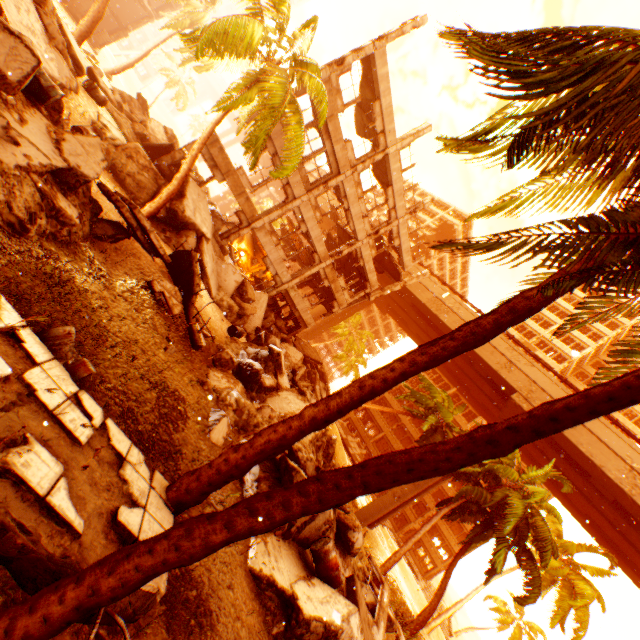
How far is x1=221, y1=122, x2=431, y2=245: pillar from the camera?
18.3 meters

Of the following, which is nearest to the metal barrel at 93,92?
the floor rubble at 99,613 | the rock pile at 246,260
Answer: the rock pile at 246,260

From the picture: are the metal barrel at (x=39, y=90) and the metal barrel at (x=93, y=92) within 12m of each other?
yes

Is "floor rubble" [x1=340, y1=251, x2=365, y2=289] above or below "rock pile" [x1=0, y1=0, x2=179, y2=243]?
above

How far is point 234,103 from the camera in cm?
959

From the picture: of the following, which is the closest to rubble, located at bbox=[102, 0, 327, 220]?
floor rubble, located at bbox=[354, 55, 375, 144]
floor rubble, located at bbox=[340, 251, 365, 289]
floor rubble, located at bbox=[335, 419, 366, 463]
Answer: floor rubble, located at bbox=[354, 55, 375, 144]

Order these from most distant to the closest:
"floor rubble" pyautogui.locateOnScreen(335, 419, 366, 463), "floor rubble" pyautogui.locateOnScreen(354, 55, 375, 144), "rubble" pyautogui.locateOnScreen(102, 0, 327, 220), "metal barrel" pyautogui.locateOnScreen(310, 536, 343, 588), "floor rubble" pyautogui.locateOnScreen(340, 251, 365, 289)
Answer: "floor rubble" pyautogui.locateOnScreen(335, 419, 366, 463), "floor rubble" pyautogui.locateOnScreen(340, 251, 365, 289), "floor rubble" pyautogui.locateOnScreen(354, 55, 375, 144), "rubble" pyautogui.locateOnScreen(102, 0, 327, 220), "metal barrel" pyautogui.locateOnScreen(310, 536, 343, 588)

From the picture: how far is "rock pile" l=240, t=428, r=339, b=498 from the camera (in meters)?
8.13
